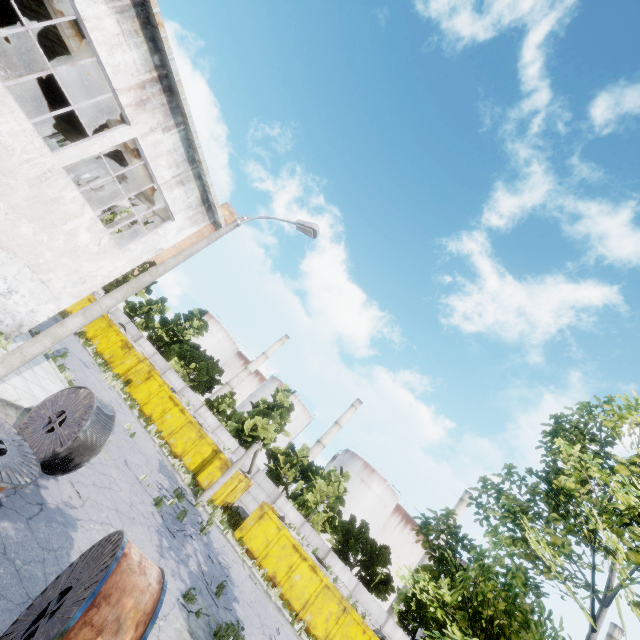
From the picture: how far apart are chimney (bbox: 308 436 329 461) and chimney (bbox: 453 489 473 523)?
21.6 meters

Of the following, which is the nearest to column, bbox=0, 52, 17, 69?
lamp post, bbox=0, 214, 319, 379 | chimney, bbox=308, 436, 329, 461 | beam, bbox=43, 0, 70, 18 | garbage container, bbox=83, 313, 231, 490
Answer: beam, bbox=43, 0, 70, 18

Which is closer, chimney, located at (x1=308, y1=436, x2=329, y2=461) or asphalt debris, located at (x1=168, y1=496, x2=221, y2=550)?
asphalt debris, located at (x1=168, y1=496, x2=221, y2=550)

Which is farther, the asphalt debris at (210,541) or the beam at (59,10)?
the asphalt debris at (210,541)

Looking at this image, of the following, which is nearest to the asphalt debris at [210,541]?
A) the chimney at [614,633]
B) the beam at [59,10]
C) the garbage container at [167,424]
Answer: the garbage container at [167,424]

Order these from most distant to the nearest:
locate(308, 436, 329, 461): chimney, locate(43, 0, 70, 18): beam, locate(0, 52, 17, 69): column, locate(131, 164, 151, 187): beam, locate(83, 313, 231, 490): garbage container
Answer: locate(308, 436, 329, 461): chimney
locate(83, 313, 231, 490): garbage container
locate(0, 52, 17, 69): column
locate(131, 164, 151, 187): beam
locate(43, 0, 70, 18): beam

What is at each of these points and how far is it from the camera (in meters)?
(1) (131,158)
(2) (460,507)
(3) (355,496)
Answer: (1) beam, 14.25
(2) chimney, 52.94
(3) storage tank, 53.94

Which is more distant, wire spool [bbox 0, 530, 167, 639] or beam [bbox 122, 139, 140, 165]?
beam [bbox 122, 139, 140, 165]
